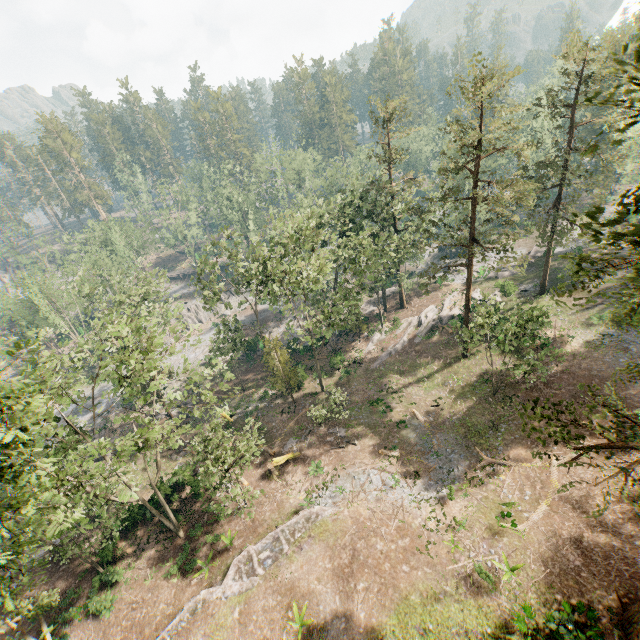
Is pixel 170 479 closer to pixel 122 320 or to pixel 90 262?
pixel 122 320

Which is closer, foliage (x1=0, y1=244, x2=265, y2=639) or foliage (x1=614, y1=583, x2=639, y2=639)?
foliage (x1=0, y1=244, x2=265, y2=639)

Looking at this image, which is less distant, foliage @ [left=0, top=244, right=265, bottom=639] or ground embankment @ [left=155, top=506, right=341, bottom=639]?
foliage @ [left=0, top=244, right=265, bottom=639]

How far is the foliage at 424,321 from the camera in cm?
3944

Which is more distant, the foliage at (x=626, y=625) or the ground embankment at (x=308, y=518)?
the ground embankment at (x=308, y=518)

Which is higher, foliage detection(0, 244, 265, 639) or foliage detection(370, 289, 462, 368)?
foliage detection(0, 244, 265, 639)

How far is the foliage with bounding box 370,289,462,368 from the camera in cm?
3944
